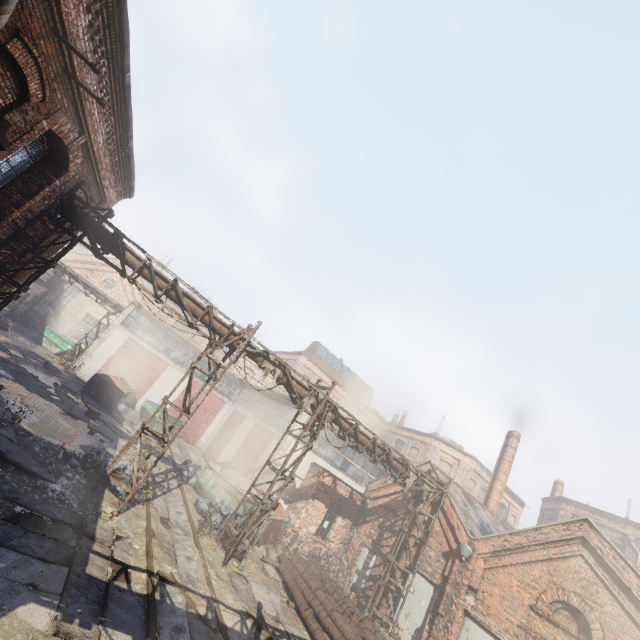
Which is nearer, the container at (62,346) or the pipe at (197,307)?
the pipe at (197,307)

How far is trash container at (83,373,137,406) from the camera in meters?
20.3

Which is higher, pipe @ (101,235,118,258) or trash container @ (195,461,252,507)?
pipe @ (101,235,118,258)

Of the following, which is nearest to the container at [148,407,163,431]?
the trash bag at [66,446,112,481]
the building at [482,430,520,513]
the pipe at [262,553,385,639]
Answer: the trash bag at [66,446,112,481]

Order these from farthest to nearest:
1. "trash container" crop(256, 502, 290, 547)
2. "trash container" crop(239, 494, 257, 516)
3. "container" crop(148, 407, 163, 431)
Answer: "container" crop(148, 407, 163, 431)
"trash container" crop(239, 494, 257, 516)
"trash container" crop(256, 502, 290, 547)

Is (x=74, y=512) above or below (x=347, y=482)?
below

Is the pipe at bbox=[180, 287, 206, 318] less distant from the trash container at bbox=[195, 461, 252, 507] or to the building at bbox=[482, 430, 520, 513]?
the trash container at bbox=[195, 461, 252, 507]

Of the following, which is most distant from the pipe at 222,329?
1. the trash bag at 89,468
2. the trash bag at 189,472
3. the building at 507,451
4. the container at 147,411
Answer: the container at 147,411
